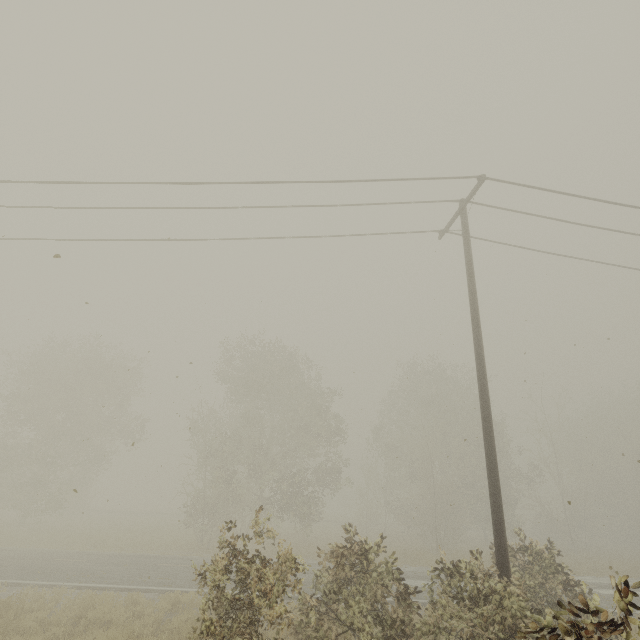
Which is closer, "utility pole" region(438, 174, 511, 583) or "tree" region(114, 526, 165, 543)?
A: "utility pole" region(438, 174, 511, 583)

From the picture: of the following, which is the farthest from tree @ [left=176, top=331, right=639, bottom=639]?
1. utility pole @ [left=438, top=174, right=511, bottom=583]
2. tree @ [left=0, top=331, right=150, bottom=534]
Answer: tree @ [left=0, top=331, right=150, bottom=534]

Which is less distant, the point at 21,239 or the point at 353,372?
the point at 21,239

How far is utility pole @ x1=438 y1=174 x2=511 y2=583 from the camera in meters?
7.1 m

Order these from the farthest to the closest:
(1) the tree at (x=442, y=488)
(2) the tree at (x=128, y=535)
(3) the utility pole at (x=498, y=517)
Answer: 1. (2) the tree at (x=128, y=535)
2. (3) the utility pole at (x=498, y=517)
3. (1) the tree at (x=442, y=488)

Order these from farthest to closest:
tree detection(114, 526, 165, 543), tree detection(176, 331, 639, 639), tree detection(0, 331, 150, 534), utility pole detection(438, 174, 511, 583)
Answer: tree detection(0, 331, 150, 534) < tree detection(114, 526, 165, 543) < utility pole detection(438, 174, 511, 583) < tree detection(176, 331, 639, 639)

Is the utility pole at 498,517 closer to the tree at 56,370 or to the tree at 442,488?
the tree at 442,488

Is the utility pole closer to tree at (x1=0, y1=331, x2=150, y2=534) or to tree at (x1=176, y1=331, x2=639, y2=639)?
tree at (x1=176, y1=331, x2=639, y2=639)
